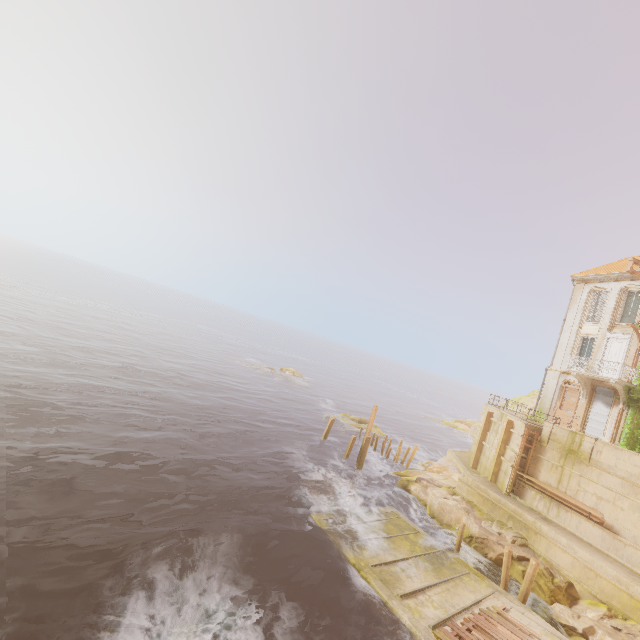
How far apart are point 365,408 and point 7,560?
51.2m

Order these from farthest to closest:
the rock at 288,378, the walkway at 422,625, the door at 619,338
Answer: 1. the rock at 288,378
2. the door at 619,338
3. the walkway at 422,625

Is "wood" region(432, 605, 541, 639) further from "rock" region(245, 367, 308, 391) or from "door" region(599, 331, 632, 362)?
"rock" region(245, 367, 308, 391)

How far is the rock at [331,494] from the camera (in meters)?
19.36

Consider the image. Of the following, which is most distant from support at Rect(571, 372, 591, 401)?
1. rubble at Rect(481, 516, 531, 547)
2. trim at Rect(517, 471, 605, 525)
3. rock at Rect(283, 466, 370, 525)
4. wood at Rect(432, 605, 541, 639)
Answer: rock at Rect(283, 466, 370, 525)

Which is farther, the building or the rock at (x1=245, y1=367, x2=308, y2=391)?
the rock at (x1=245, y1=367, x2=308, y2=391)

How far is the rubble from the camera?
18.72m

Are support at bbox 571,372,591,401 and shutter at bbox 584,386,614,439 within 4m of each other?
yes
